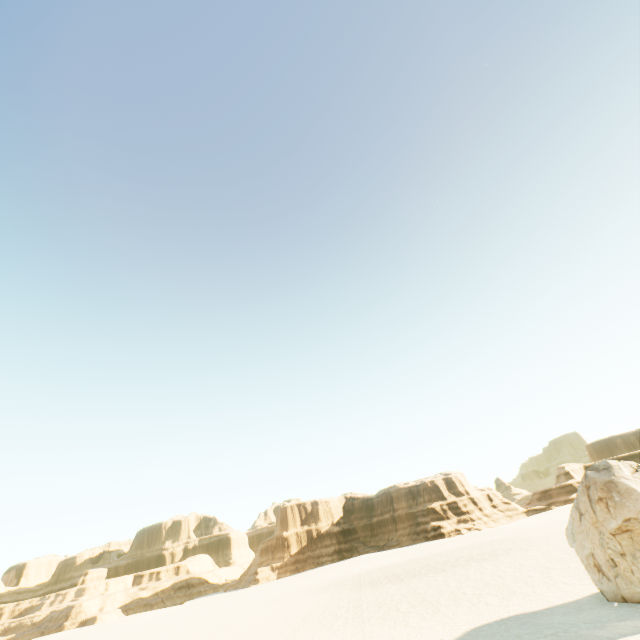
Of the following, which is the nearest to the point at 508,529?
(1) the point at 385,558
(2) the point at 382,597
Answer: (1) the point at 385,558
